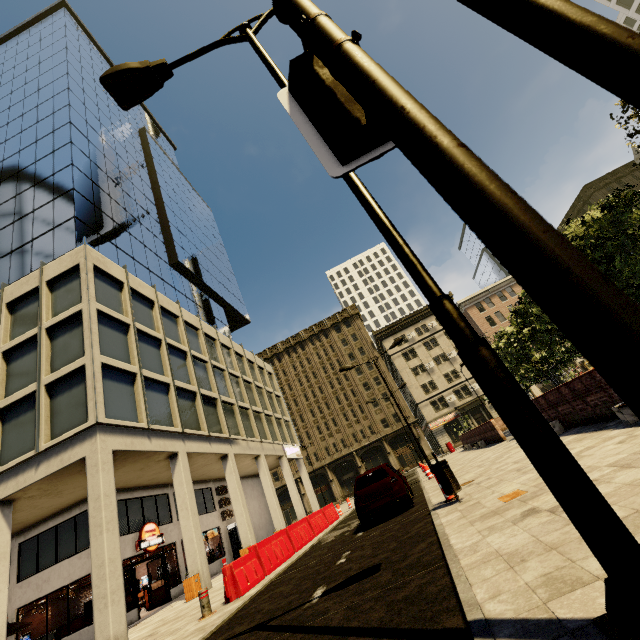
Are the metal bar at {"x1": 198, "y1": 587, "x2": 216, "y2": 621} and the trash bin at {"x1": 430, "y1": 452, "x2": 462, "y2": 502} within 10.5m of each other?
yes

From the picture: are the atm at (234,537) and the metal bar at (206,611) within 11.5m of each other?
no

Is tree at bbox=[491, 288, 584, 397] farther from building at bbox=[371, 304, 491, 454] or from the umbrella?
the umbrella

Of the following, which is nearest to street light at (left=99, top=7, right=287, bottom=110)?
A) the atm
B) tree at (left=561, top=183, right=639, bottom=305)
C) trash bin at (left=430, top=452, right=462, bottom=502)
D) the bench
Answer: the bench

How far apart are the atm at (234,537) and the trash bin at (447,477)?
22.1m

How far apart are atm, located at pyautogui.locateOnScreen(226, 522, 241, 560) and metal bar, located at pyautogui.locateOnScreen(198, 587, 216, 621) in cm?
1829

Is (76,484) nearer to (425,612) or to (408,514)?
(408,514)

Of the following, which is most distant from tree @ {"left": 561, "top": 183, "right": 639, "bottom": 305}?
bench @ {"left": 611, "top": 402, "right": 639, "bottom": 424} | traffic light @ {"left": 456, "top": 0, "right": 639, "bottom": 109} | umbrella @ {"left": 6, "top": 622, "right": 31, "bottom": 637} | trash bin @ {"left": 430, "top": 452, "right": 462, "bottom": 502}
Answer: umbrella @ {"left": 6, "top": 622, "right": 31, "bottom": 637}
